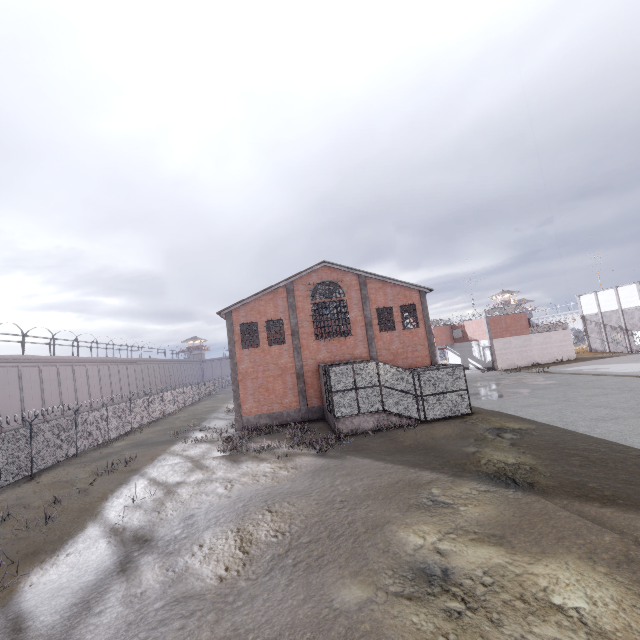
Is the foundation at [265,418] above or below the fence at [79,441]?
below

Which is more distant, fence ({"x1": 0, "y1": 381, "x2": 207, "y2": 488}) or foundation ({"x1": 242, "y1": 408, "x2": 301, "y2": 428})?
foundation ({"x1": 242, "y1": 408, "x2": 301, "y2": 428})

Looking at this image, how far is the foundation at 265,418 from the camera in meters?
24.0

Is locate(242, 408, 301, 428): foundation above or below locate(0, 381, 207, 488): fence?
below

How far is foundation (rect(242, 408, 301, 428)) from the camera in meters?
24.0 m

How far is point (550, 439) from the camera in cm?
1364
